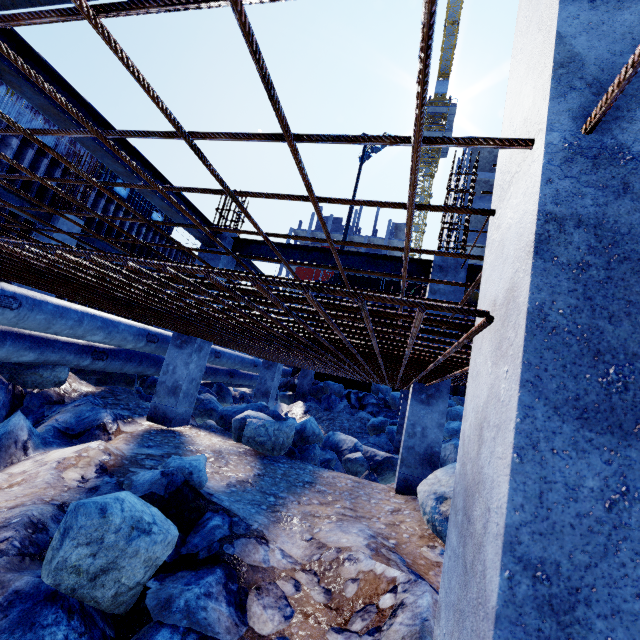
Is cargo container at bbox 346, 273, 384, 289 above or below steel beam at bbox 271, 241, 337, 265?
above

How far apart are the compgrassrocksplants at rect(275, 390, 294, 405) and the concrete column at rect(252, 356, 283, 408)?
4.54m

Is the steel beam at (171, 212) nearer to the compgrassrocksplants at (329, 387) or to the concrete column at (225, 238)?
the concrete column at (225, 238)

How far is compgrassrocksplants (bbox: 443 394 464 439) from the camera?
12.2 meters

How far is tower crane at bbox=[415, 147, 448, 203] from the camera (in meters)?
49.00

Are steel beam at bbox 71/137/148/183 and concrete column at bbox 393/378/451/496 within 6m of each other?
yes

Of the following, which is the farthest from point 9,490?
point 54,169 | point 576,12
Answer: point 54,169

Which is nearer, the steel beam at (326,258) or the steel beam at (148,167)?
the steel beam at (148,167)
